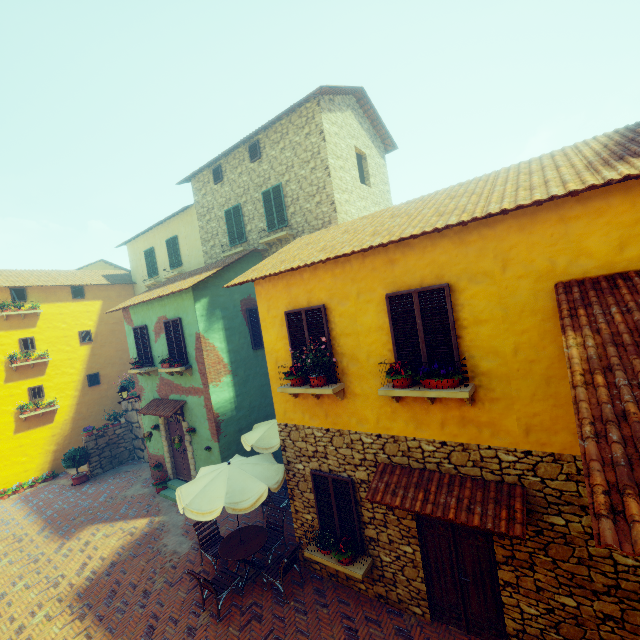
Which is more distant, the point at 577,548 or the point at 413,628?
the point at 413,628

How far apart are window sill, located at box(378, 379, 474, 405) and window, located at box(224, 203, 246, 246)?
10.1m

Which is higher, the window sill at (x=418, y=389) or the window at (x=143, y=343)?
the window at (x=143, y=343)

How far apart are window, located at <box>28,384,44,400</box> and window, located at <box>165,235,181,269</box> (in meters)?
8.58

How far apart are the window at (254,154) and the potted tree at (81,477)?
15.3 meters

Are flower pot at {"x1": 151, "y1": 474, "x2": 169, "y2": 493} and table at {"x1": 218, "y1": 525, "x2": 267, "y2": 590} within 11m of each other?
yes

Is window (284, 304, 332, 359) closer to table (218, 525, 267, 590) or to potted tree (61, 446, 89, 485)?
table (218, 525, 267, 590)

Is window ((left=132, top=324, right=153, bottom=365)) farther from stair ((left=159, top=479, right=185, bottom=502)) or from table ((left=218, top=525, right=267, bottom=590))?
stair ((left=159, top=479, right=185, bottom=502))
